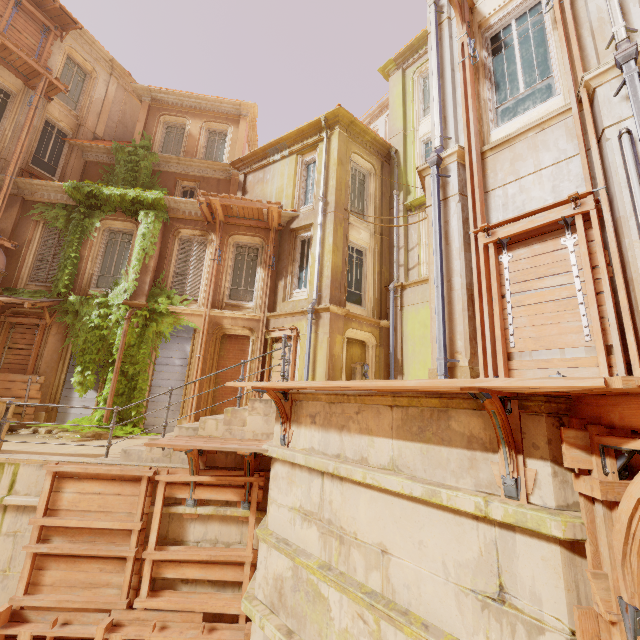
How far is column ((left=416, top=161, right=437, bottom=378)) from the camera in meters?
5.6 m

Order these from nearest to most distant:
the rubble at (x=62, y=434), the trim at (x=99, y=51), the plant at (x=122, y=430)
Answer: the rubble at (x=62, y=434)
the plant at (x=122, y=430)
the trim at (x=99, y=51)

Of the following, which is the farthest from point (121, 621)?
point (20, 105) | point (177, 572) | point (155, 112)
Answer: point (155, 112)

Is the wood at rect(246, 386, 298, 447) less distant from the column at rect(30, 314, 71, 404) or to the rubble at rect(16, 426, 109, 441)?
the rubble at rect(16, 426, 109, 441)

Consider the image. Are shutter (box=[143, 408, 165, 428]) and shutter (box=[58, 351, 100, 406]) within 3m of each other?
yes

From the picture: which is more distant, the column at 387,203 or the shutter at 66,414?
the column at 387,203

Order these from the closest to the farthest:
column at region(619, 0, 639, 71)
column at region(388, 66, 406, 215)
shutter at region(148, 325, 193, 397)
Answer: column at region(619, 0, 639, 71) → shutter at region(148, 325, 193, 397) → column at region(388, 66, 406, 215)

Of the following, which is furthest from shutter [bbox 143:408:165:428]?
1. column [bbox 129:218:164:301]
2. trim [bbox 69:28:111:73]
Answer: trim [bbox 69:28:111:73]
